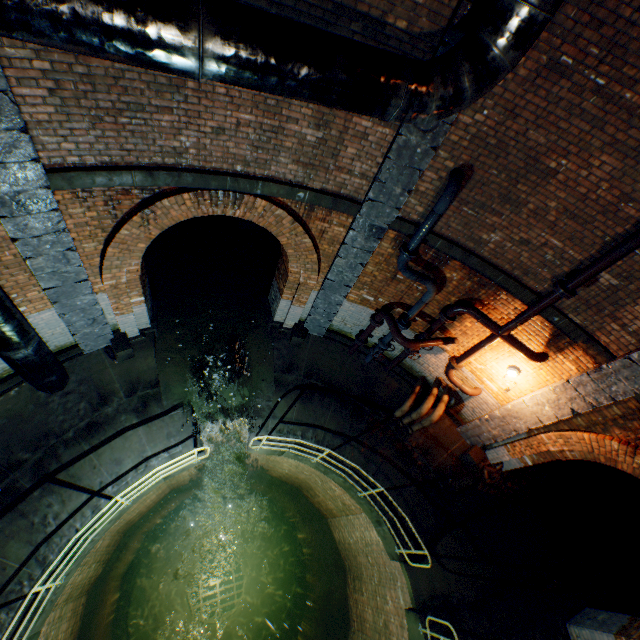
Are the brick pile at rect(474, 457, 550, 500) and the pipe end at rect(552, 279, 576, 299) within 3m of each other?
no

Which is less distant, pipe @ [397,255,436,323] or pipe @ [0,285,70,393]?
pipe @ [0,285,70,393]

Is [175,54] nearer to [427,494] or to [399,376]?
[399,376]

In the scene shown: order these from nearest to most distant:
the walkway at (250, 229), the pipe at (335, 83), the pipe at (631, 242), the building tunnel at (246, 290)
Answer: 1. the pipe at (335, 83)
2. the pipe at (631, 242)
3. the building tunnel at (246, 290)
4. the walkway at (250, 229)

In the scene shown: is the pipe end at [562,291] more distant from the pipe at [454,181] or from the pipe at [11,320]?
the pipe at [11,320]

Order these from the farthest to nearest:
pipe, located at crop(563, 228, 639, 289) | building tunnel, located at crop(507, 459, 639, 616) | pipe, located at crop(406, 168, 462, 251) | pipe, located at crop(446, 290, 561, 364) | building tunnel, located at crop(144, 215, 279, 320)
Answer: building tunnel, located at crop(144, 215, 279, 320) → building tunnel, located at crop(507, 459, 639, 616) → pipe, located at crop(446, 290, 561, 364) → pipe, located at crop(406, 168, 462, 251) → pipe, located at crop(563, 228, 639, 289)

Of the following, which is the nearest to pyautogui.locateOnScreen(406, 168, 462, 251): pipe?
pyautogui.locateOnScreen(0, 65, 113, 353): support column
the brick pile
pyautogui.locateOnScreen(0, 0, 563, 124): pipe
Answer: pyautogui.locateOnScreen(0, 0, 563, 124): pipe

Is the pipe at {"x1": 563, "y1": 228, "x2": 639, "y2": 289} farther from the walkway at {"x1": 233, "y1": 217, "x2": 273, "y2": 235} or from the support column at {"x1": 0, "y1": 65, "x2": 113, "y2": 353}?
the walkway at {"x1": 233, "y1": 217, "x2": 273, "y2": 235}
